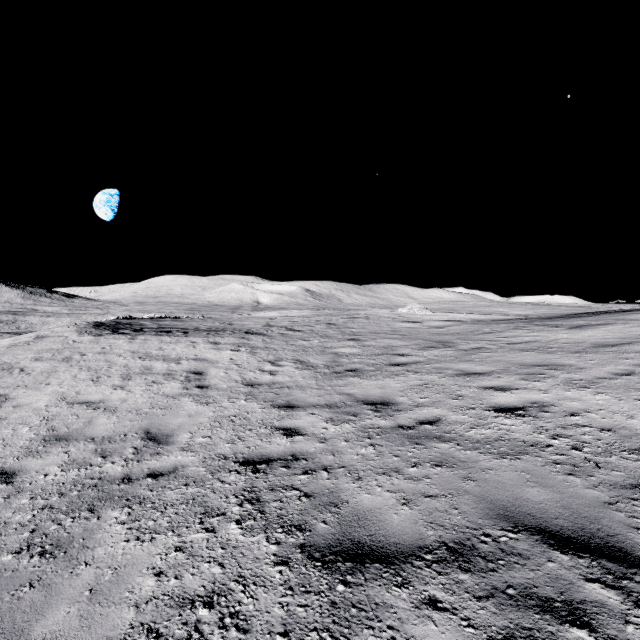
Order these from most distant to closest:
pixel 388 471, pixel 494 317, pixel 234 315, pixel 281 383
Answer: pixel 234 315 < pixel 494 317 < pixel 281 383 < pixel 388 471
